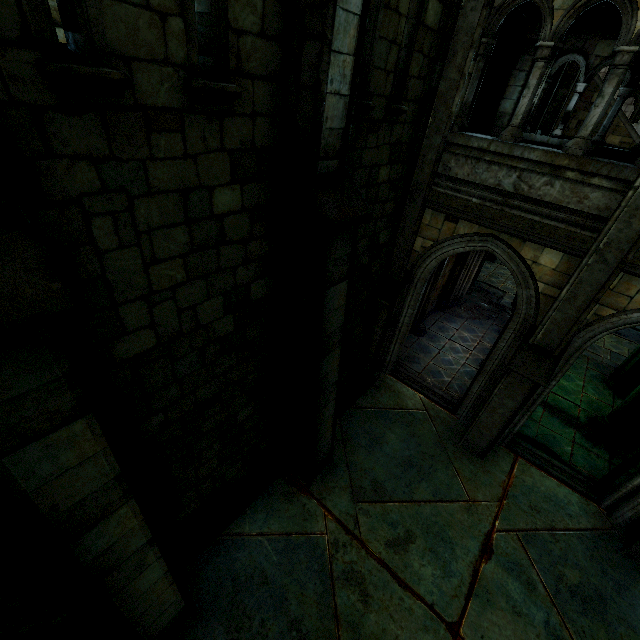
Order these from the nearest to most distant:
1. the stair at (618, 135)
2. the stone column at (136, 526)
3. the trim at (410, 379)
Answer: the stone column at (136, 526) → the trim at (410, 379) → the stair at (618, 135)

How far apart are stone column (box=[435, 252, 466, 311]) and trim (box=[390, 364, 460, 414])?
4.2m

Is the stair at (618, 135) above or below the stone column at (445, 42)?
below

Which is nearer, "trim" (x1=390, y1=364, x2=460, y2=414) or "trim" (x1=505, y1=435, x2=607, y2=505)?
"trim" (x1=505, y1=435, x2=607, y2=505)

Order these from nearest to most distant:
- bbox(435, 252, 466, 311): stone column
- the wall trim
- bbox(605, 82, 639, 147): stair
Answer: bbox(435, 252, 466, 311): stone column < bbox(605, 82, 639, 147): stair < the wall trim

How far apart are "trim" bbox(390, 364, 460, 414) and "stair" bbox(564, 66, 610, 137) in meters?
16.4

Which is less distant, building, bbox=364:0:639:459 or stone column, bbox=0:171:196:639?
stone column, bbox=0:171:196:639

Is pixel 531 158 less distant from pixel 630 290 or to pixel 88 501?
pixel 630 290
